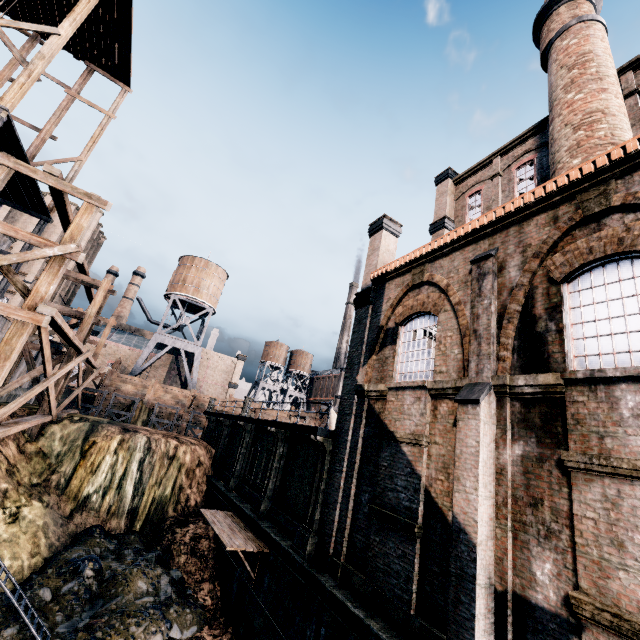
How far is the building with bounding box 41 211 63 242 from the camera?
52.6 meters

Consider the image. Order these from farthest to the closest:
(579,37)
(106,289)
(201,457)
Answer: (201,457) → (106,289) → (579,37)

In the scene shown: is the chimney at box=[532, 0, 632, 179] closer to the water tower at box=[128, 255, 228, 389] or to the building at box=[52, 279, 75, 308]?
the water tower at box=[128, 255, 228, 389]

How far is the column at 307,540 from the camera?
12.62m

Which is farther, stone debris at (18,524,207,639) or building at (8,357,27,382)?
building at (8,357,27,382)

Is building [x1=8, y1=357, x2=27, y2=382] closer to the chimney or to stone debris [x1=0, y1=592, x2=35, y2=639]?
stone debris [x1=0, y1=592, x2=35, y2=639]

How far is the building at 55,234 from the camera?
52.6 meters

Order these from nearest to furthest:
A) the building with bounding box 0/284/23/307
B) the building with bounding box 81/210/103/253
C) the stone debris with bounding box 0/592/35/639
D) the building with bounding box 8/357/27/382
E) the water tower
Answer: the stone debris with bounding box 0/592/35/639 → the building with bounding box 8/357/27/382 → the water tower → the building with bounding box 0/284/23/307 → the building with bounding box 81/210/103/253
